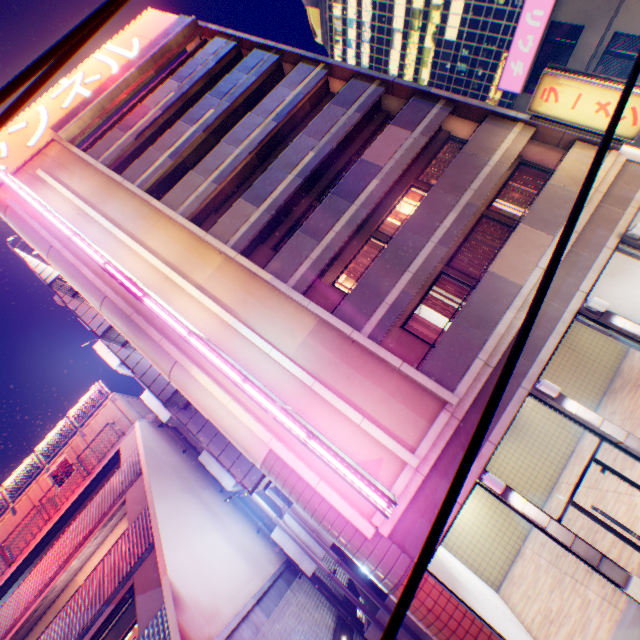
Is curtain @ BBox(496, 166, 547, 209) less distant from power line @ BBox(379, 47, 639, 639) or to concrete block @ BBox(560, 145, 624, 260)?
concrete block @ BBox(560, 145, 624, 260)

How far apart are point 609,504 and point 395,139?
14.66m

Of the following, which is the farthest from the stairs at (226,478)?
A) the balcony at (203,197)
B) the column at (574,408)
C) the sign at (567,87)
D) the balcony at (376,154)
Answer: the sign at (567,87)

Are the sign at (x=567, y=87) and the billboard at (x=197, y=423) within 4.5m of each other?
no

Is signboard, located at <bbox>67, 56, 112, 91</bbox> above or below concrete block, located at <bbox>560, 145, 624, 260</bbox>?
above

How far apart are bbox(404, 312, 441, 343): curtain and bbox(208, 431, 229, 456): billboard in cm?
735

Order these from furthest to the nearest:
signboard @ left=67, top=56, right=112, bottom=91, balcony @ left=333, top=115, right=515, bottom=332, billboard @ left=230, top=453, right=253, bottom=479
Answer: signboard @ left=67, top=56, right=112, bottom=91
billboard @ left=230, top=453, right=253, bottom=479
balcony @ left=333, top=115, right=515, bottom=332

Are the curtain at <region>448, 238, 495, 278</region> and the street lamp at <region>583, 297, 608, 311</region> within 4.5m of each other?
yes
